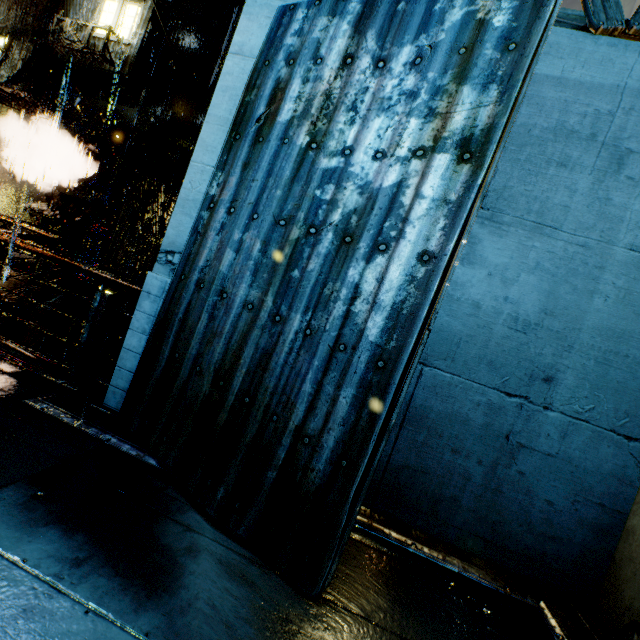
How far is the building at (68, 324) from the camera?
9.6 meters

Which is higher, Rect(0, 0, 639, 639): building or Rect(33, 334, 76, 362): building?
Rect(0, 0, 639, 639): building

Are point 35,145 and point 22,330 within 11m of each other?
no

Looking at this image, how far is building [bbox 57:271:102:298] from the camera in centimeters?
1275cm

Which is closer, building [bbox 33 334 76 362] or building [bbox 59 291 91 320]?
building [bbox 59 291 91 320]
